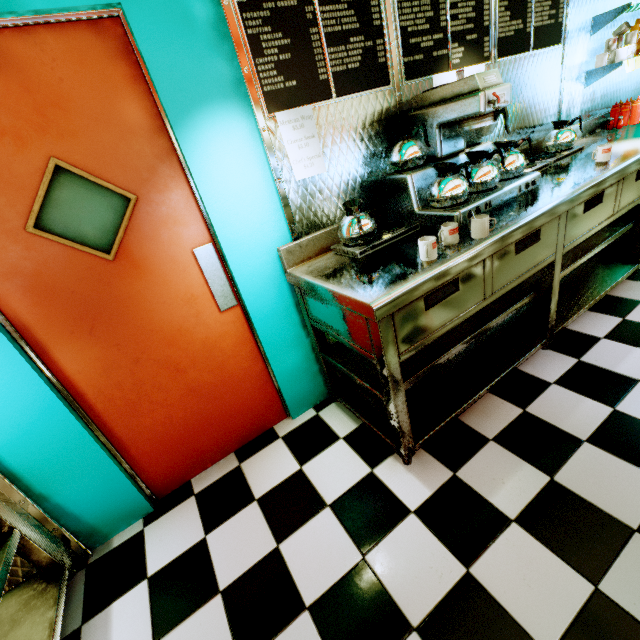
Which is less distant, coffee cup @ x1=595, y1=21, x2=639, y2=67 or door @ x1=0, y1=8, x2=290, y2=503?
door @ x1=0, y1=8, x2=290, y2=503

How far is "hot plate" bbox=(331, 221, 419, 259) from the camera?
1.88m

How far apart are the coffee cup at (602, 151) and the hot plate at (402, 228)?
1.6m

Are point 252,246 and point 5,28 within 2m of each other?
yes

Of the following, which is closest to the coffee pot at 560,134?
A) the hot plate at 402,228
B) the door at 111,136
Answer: the hot plate at 402,228

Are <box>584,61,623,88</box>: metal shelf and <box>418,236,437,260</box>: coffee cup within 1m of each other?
no

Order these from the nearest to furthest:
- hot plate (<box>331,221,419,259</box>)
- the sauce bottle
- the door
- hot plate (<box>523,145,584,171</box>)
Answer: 1. the door
2. hot plate (<box>331,221,419,259</box>)
3. hot plate (<box>523,145,584,171</box>)
4. the sauce bottle

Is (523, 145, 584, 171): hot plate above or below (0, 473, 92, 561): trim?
above
